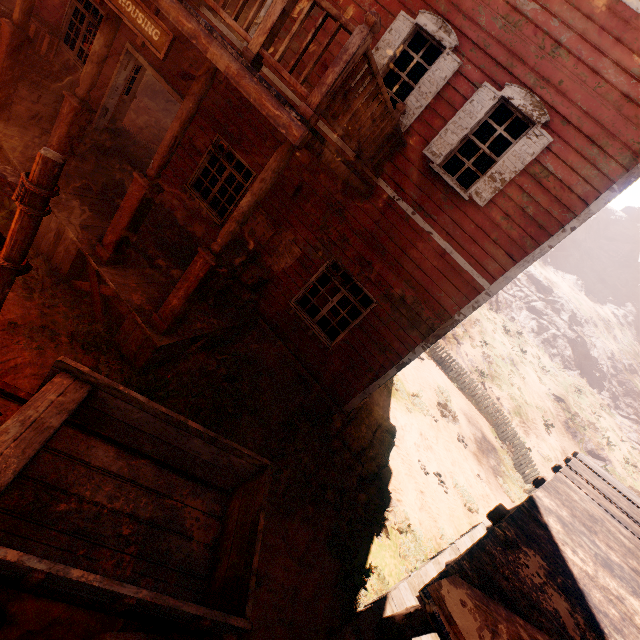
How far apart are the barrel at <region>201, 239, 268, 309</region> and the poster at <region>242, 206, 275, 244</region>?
0.2m

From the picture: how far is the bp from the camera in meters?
8.9 m

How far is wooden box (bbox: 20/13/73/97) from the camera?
7.77m

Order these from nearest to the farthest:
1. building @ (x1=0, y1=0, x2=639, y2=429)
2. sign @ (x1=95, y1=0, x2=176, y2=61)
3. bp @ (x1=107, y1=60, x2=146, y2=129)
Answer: sign @ (x1=95, y1=0, x2=176, y2=61) → building @ (x1=0, y1=0, x2=639, y2=429) → bp @ (x1=107, y1=60, x2=146, y2=129)

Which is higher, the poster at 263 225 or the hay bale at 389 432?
the poster at 263 225

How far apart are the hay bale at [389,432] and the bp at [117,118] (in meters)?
10.43

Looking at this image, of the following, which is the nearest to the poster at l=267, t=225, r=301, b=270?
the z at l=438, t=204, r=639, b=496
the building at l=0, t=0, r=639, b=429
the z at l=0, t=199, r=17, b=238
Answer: the building at l=0, t=0, r=639, b=429

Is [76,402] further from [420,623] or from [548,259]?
[548,259]
